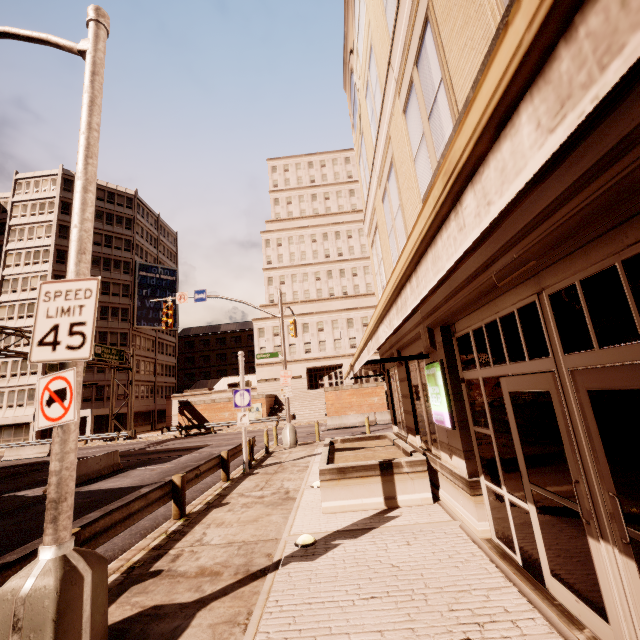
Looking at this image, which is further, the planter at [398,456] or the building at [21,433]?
the building at [21,433]

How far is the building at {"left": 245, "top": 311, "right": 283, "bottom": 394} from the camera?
48.34m

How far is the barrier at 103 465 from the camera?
14.3m

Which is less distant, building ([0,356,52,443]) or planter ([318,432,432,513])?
planter ([318,432,432,513])

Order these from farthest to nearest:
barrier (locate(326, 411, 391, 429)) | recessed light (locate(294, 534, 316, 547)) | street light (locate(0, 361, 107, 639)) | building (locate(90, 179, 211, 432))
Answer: building (locate(90, 179, 211, 432))
barrier (locate(326, 411, 391, 429))
recessed light (locate(294, 534, 316, 547))
street light (locate(0, 361, 107, 639))

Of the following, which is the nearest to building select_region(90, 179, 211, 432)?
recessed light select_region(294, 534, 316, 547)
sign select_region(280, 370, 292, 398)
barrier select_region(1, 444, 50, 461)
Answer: barrier select_region(1, 444, 50, 461)

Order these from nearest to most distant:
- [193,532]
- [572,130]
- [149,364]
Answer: [572,130] < [193,532] < [149,364]

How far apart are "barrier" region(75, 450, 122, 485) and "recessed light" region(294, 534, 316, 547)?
12.6 meters
